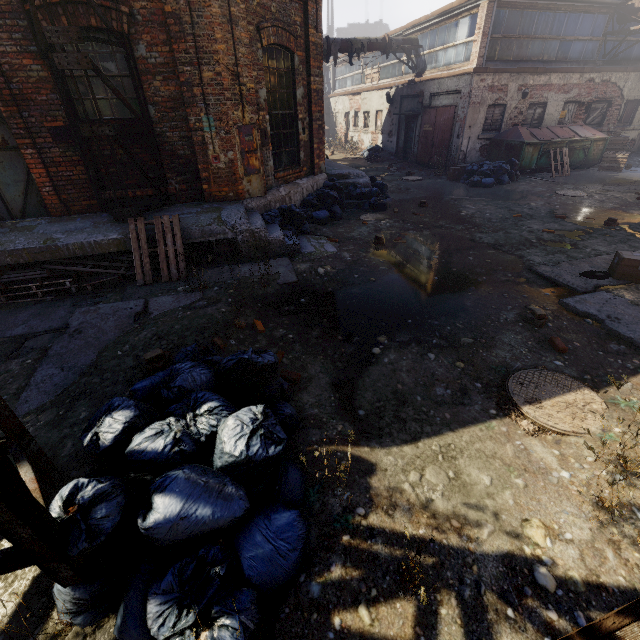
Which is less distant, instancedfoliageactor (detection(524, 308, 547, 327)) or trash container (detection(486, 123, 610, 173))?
instancedfoliageactor (detection(524, 308, 547, 327))

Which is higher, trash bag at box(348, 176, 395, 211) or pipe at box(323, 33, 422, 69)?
pipe at box(323, 33, 422, 69)

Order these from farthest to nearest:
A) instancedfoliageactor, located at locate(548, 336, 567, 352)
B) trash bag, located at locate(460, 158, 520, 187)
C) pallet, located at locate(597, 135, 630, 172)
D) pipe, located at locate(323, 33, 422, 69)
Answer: pipe, located at locate(323, 33, 422, 69) → pallet, located at locate(597, 135, 630, 172) → trash bag, located at locate(460, 158, 520, 187) → instancedfoliageactor, located at locate(548, 336, 567, 352)

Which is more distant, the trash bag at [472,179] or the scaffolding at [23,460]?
the trash bag at [472,179]

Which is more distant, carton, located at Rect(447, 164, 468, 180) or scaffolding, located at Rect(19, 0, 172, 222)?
carton, located at Rect(447, 164, 468, 180)

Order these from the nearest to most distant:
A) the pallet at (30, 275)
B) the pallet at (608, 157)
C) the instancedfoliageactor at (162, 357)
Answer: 1. the instancedfoliageactor at (162, 357)
2. the pallet at (30, 275)
3. the pallet at (608, 157)

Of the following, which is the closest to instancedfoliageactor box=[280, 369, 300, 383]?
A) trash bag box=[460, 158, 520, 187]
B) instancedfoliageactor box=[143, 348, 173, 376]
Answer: instancedfoliageactor box=[143, 348, 173, 376]

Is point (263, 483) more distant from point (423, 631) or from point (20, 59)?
point (20, 59)
